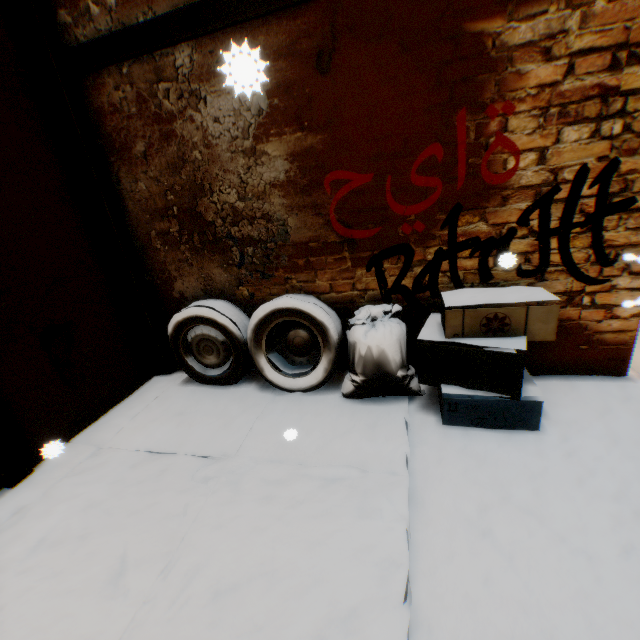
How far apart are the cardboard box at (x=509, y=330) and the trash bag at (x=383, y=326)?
0.1 meters

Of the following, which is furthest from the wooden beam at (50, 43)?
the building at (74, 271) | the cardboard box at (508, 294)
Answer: the cardboard box at (508, 294)

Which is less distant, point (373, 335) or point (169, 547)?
point (169, 547)

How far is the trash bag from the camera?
2.73m

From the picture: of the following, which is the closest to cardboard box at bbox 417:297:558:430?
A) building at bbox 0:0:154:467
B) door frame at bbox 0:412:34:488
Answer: building at bbox 0:0:154:467

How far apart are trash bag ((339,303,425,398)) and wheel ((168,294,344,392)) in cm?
3

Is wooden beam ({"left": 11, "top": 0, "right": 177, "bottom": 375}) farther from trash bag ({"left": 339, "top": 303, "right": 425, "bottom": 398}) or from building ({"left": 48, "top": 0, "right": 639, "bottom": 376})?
trash bag ({"left": 339, "top": 303, "right": 425, "bottom": 398})

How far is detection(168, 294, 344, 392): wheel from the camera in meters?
3.0
